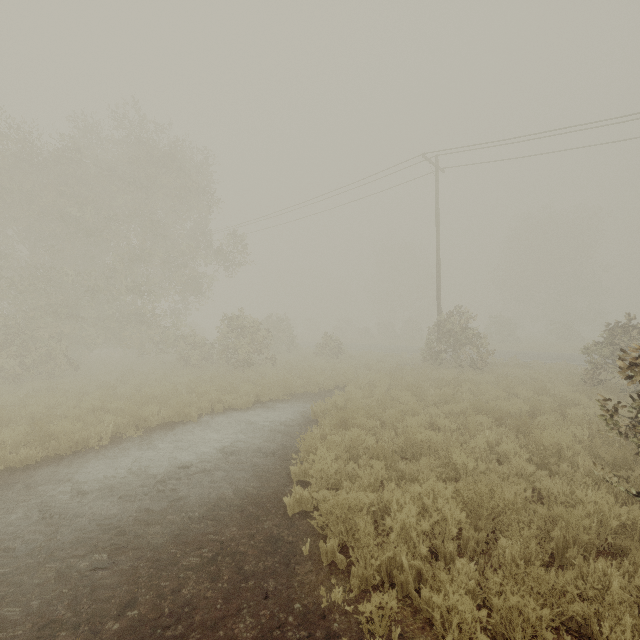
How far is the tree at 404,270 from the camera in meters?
55.8

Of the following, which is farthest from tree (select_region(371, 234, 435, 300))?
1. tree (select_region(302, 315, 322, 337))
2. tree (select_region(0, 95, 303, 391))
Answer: tree (select_region(0, 95, 303, 391))

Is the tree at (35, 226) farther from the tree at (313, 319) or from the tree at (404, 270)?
the tree at (404, 270)

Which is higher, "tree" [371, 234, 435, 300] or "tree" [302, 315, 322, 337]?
"tree" [371, 234, 435, 300]

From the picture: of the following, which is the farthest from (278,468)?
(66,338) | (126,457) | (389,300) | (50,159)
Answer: (389,300)

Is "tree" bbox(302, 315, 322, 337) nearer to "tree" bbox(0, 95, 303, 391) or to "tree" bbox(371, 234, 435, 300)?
"tree" bbox(0, 95, 303, 391)

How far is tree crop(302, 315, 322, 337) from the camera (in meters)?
56.00
